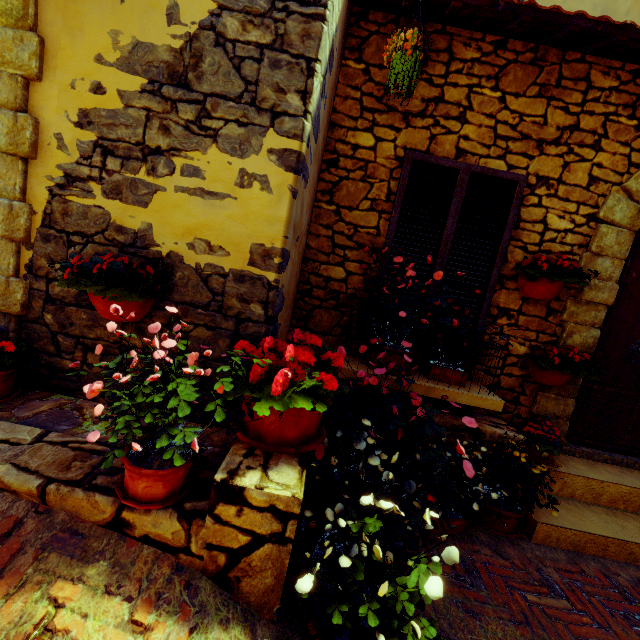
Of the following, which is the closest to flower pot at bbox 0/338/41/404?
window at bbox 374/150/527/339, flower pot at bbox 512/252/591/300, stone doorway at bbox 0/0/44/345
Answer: stone doorway at bbox 0/0/44/345

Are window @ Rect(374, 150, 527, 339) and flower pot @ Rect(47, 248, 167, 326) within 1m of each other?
no

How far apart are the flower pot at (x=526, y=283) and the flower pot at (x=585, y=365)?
0.5m

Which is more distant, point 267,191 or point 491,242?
point 491,242

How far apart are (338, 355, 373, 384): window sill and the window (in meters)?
0.33

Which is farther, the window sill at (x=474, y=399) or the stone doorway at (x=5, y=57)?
the window sill at (x=474, y=399)

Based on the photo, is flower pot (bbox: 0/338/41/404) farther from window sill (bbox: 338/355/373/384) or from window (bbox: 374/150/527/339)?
window (bbox: 374/150/527/339)

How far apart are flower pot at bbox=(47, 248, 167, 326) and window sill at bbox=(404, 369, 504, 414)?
1.6 meters
